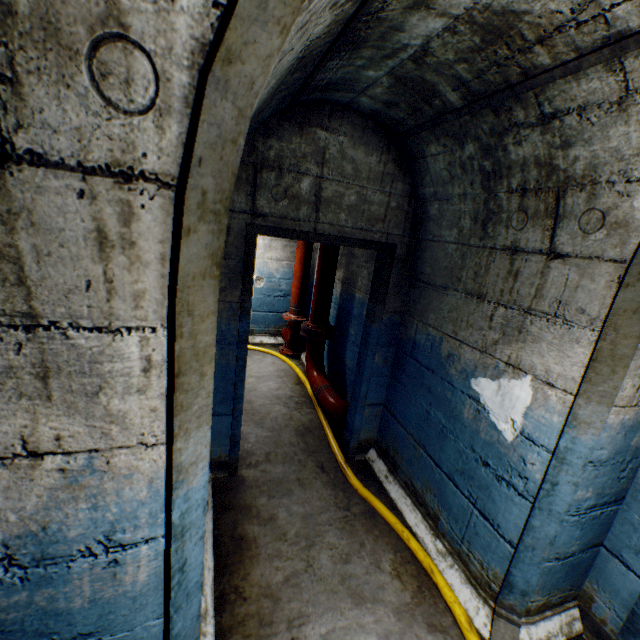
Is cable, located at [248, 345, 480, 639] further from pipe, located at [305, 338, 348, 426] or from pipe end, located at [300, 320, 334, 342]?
pipe end, located at [300, 320, 334, 342]

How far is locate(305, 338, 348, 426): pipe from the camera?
3.57m

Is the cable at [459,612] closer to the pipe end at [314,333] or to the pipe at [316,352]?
the pipe at [316,352]

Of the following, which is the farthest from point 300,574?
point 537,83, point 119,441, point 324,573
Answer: point 537,83

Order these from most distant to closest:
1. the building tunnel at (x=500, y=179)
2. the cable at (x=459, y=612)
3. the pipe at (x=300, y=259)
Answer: the pipe at (x=300, y=259), the cable at (x=459, y=612), the building tunnel at (x=500, y=179)

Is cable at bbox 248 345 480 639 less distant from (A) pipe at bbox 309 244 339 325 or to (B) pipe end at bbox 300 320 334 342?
(A) pipe at bbox 309 244 339 325

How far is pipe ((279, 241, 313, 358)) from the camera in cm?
526

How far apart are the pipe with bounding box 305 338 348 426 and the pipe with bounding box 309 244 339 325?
0.2 meters
